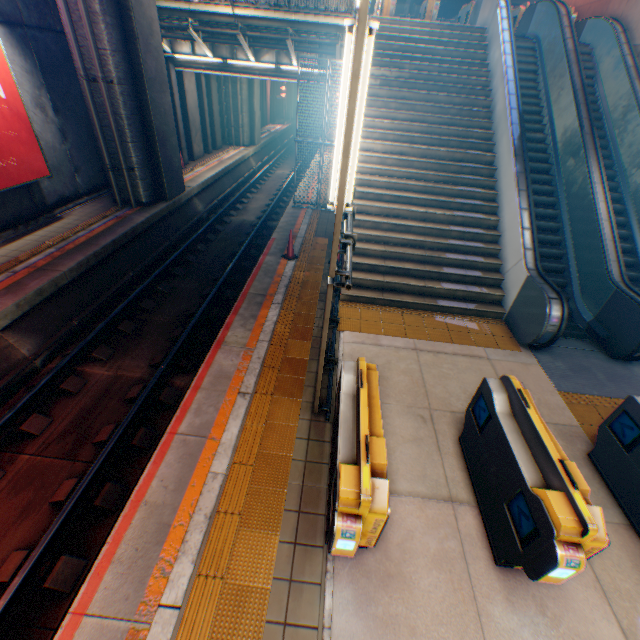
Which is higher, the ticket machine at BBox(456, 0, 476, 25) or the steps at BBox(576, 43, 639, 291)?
the ticket machine at BBox(456, 0, 476, 25)

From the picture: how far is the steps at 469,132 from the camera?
7.9m

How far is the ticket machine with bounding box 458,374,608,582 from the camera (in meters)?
2.88

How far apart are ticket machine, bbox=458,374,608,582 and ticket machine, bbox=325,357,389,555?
1.4m

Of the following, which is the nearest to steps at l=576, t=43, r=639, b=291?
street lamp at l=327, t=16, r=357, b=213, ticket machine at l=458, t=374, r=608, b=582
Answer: ticket machine at l=458, t=374, r=608, b=582

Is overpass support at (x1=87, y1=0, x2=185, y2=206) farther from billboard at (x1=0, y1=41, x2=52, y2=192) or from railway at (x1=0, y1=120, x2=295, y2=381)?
billboard at (x1=0, y1=41, x2=52, y2=192)

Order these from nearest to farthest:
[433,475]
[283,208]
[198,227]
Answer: [433,475] → [198,227] → [283,208]

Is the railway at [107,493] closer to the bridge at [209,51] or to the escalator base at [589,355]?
the bridge at [209,51]
